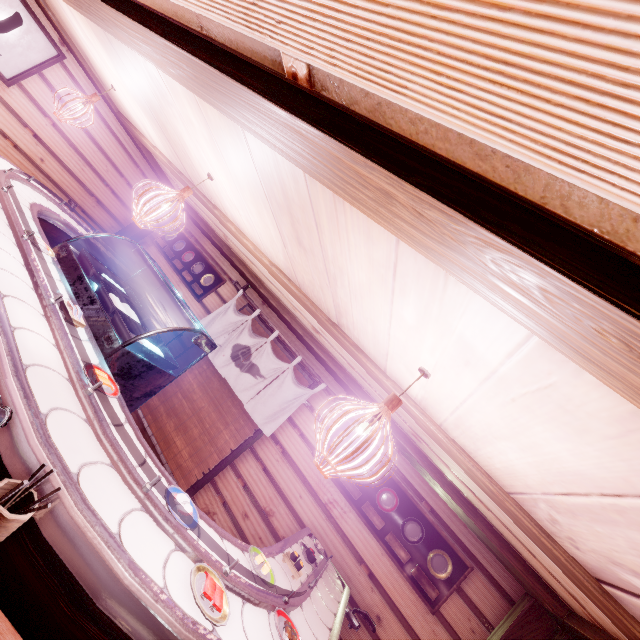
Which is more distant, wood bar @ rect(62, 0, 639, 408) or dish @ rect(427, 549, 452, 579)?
dish @ rect(427, 549, 452, 579)

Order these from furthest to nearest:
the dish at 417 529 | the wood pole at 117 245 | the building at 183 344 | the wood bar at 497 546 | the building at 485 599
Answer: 1. the wood pole at 117 245
2. the building at 183 344
3. the dish at 417 529
4. the building at 485 599
5. the wood bar at 497 546

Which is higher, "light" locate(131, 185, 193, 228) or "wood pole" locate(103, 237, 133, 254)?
"light" locate(131, 185, 193, 228)

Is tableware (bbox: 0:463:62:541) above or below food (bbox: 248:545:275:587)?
below

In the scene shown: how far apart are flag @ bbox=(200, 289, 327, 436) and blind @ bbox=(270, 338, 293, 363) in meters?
0.2 m

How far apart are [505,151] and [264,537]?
8.4 meters

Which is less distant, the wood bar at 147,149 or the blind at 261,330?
the wood bar at 147,149

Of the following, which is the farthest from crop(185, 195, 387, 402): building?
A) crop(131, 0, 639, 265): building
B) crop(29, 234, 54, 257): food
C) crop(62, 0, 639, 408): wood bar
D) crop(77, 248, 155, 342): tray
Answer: crop(131, 0, 639, 265): building
